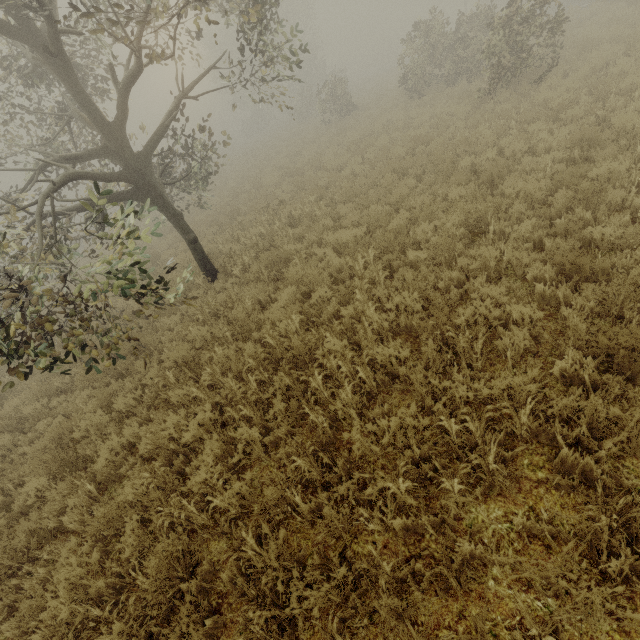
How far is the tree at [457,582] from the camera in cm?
238

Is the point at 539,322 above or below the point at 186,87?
below

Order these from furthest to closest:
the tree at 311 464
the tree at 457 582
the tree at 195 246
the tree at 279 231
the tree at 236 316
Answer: the tree at 279 231 < the tree at 236 316 < the tree at 195 246 < the tree at 311 464 < the tree at 457 582

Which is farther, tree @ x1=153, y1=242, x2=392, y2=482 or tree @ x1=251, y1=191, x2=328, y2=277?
tree @ x1=251, y1=191, x2=328, y2=277

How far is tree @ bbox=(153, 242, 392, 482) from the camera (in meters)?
4.09

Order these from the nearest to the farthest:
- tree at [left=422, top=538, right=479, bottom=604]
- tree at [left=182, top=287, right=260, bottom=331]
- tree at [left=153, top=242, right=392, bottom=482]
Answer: tree at [left=422, top=538, right=479, bottom=604] → tree at [left=153, top=242, right=392, bottom=482] → tree at [left=182, top=287, right=260, bottom=331]

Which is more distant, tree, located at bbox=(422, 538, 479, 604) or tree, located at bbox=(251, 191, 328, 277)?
tree, located at bbox=(251, 191, 328, 277)
